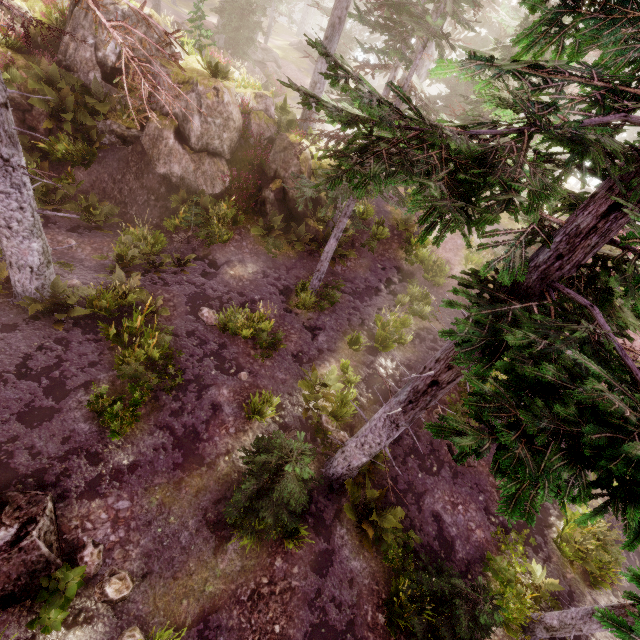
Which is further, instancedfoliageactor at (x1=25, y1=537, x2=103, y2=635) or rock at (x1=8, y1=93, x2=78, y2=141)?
rock at (x1=8, y1=93, x2=78, y2=141)

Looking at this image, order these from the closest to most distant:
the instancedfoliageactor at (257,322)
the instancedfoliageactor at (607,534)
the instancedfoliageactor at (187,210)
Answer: the instancedfoliageactor at (607,534) → the instancedfoliageactor at (257,322) → the instancedfoliageactor at (187,210)

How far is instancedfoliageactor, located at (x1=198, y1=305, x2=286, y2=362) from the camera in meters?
10.8

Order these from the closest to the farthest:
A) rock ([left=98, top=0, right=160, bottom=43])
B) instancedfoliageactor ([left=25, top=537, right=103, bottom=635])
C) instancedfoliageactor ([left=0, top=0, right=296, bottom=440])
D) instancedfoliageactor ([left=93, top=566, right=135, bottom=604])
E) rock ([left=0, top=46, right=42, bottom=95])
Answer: instancedfoliageactor ([left=0, top=0, right=296, bottom=440]) → instancedfoliageactor ([left=25, top=537, right=103, bottom=635]) → instancedfoliageactor ([left=93, top=566, right=135, bottom=604]) → rock ([left=0, top=46, right=42, bottom=95]) → rock ([left=98, top=0, right=160, bottom=43])

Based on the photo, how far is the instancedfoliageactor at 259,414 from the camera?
8.9m

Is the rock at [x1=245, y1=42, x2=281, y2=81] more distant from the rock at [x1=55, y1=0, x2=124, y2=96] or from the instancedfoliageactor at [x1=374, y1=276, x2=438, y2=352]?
the rock at [x1=55, y1=0, x2=124, y2=96]

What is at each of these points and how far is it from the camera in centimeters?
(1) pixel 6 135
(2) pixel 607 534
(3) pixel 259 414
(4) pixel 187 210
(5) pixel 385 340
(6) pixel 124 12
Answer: (1) instancedfoliageactor, 606cm
(2) instancedfoliageactor, 920cm
(3) instancedfoliageactor, 924cm
(4) instancedfoliageactor, 1370cm
(5) instancedfoliageactor, 1291cm
(6) rock, 1215cm
